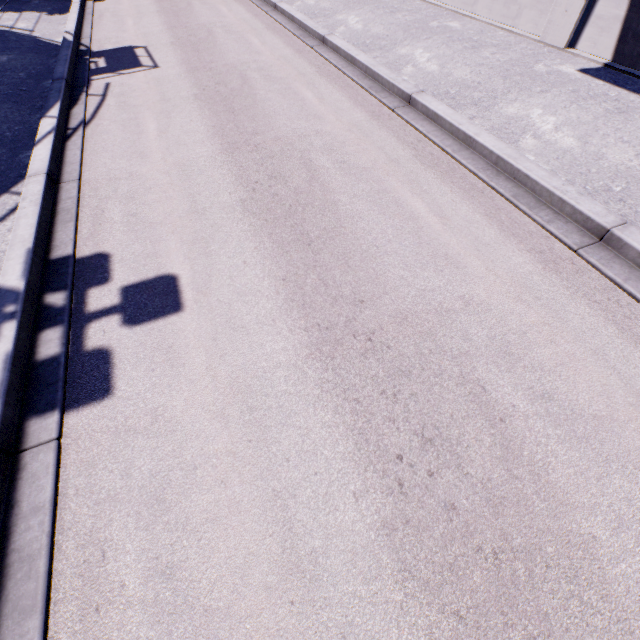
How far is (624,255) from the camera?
4.20m
